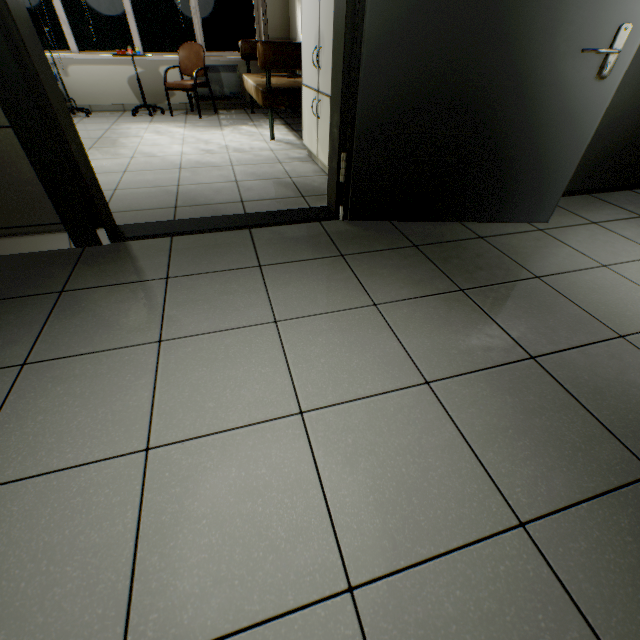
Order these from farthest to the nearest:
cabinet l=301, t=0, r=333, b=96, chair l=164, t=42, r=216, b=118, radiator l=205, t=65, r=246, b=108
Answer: radiator l=205, t=65, r=246, b=108
chair l=164, t=42, r=216, b=118
cabinet l=301, t=0, r=333, b=96

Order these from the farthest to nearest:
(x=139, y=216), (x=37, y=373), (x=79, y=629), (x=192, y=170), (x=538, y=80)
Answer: (x=192, y=170) → (x=139, y=216) → (x=538, y=80) → (x=37, y=373) → (x=79, y=629)

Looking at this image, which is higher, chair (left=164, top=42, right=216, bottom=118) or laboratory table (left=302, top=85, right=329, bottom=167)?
chair (left=164, top=42, right=216, bottom=118)

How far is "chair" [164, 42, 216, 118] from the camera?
4.85m

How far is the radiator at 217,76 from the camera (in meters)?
5.40

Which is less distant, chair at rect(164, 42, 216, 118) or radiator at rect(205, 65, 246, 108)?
chair at rect(164, 42, 216, 118)

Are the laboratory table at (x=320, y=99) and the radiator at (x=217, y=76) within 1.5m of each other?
no

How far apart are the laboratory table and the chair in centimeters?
290cm
